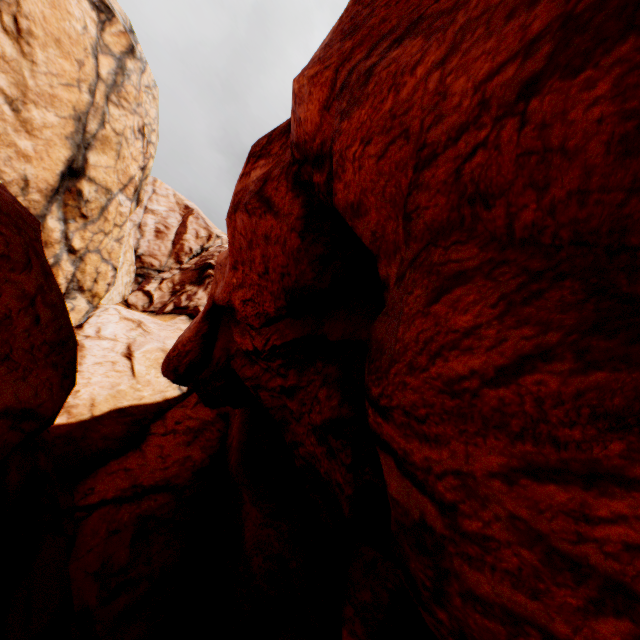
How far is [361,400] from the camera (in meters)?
4.62
